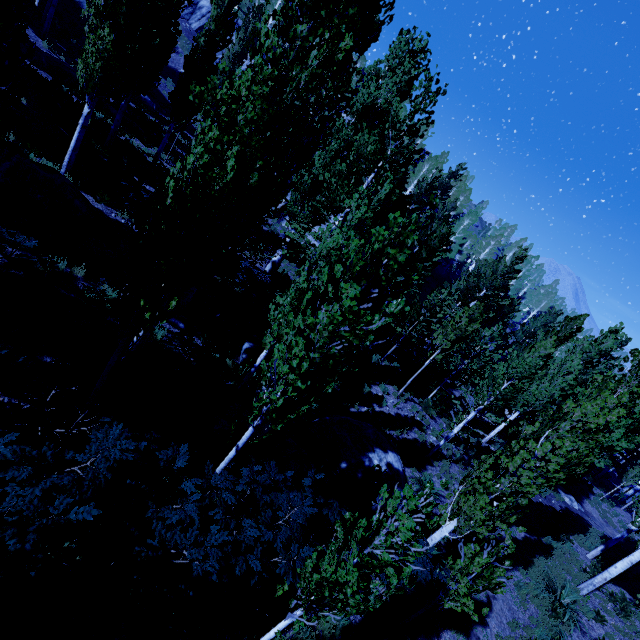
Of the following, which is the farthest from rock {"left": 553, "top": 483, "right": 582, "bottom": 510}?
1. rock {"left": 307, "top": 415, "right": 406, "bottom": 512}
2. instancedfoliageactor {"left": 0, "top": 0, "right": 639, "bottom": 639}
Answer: rock {"left": 307, "top": 415, "right": 406, "bottom": 512}

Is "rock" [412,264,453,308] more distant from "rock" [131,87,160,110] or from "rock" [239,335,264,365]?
"rock" [239,335,264,365]

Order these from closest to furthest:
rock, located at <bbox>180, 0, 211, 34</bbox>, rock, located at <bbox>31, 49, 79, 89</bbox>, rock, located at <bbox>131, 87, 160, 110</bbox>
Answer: rock, located at <bbox>31, 49, 79, 89</bbox>, rock, located at <bbox>131, 87, 160, 110</bbox>, rock, located at <bbox>180, 0, 211, 34</bbox>

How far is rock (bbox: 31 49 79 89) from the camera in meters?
17.4 m

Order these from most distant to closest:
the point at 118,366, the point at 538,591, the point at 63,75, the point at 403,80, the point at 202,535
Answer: the point at 63,75
the point at 403,80
the point at 538,591
the point at 118,366
the point at 202,535

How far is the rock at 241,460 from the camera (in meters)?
8.05

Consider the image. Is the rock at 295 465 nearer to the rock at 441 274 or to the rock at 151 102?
the rock at 151 102

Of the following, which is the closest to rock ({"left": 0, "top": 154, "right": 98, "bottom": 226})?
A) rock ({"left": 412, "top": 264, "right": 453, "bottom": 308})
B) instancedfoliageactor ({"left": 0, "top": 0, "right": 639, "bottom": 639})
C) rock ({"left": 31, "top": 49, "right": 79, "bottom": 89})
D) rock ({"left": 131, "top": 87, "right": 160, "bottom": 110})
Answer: instancedfoliageactor ({"left": 0, "top": 0, "right": 639, "bottom": 639})
